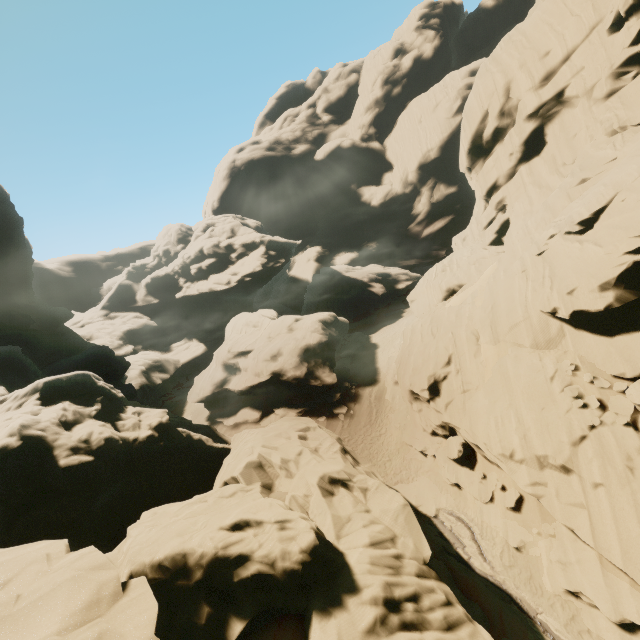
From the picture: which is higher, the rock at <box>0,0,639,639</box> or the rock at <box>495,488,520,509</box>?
the rock at <box>0,0,639,639</box>

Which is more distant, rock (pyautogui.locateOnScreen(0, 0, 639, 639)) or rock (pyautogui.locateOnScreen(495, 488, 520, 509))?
rock (pyautogui.locateOnScreen(495, 488, 520, 509))

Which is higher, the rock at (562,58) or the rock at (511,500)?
the rock at (562,58)

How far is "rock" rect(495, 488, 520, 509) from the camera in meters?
14.7

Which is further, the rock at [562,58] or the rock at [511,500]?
the rock at [511,500]

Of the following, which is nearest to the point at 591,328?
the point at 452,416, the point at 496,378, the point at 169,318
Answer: the point at 496,378
